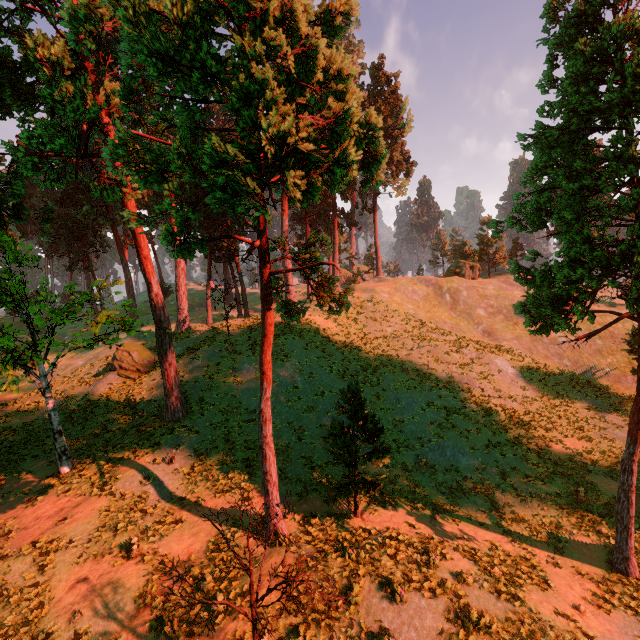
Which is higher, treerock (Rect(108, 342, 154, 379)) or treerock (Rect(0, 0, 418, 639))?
treerock (Rect(0, 0, 418, 639))

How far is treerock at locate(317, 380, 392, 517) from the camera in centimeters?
1349cm

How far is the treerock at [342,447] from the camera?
13.5 meters

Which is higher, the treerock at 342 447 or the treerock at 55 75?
the treerock at 55 75

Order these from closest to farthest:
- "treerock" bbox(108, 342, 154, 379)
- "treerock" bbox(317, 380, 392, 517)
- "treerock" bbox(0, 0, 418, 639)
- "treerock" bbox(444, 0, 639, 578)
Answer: "treerock" bbox(0, 0, 418, 639) < "treerock" bbox(444, 0, 639, 578) < "treerock" bbox(317, 380, 392, 517) < "treerock" bbox(108, 342, 154, 379)

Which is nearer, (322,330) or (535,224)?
(535,224)

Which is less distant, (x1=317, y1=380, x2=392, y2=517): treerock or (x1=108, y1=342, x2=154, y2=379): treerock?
(x1=317, y1=380, x2=392, y2=517): treerock
